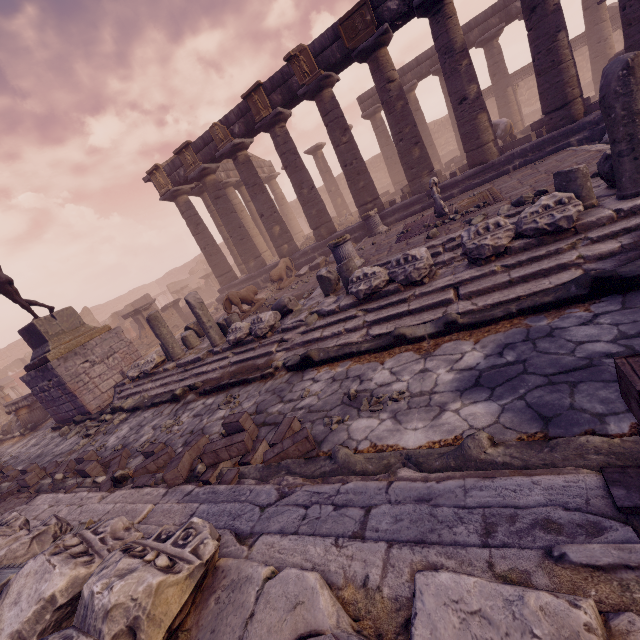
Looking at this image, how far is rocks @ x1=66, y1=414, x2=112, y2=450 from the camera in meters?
7.8

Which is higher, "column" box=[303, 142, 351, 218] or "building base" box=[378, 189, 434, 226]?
"column" box=[303, 142, 351, 218]

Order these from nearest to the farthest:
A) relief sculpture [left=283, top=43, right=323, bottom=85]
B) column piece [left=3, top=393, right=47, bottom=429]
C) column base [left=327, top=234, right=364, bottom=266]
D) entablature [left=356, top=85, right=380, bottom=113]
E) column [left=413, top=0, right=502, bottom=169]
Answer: column base [left=327, top=234, right=364, bottom=266], column [left=413, top=0, right=502, bottom=169], relief sculpture [left=283, top=43, right=323, bottom=85], column piece [left=3, top=393, right=47, bottom=429], entablature [left=356, top=85, right=380, bottom=113]

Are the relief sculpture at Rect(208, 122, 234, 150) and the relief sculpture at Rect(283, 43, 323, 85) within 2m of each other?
no

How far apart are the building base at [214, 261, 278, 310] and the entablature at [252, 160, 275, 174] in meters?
A: 5.3

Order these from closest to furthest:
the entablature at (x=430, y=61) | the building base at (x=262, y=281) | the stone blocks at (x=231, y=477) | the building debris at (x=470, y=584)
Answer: the building debris at (x=470, y=584) < the stone blocks at (x=231, y=477) < the building base at (x=262, y=281) < the entablature at (x=430, y=61)

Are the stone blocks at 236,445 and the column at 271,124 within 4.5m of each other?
no

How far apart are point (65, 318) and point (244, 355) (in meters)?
7.23
